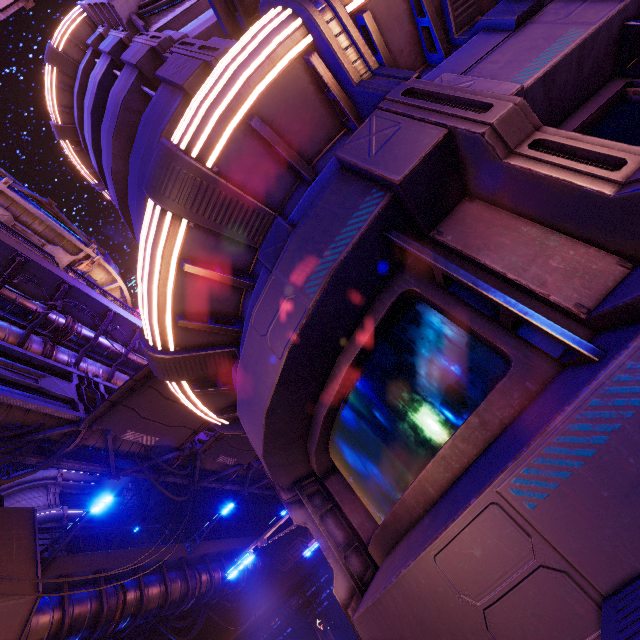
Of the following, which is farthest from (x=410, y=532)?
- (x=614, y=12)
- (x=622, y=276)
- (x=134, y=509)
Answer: (x=134, y=509)

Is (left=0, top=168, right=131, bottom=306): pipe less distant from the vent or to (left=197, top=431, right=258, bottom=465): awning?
(left=197, top=431, right=258, bottom=465): awning

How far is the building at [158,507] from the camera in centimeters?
2670cm

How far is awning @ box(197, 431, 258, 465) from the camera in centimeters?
1291cm

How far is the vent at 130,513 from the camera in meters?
31.8 m

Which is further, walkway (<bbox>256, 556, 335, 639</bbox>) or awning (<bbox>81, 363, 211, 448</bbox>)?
walkway (<bbox>256, 556, 335, 639</bbox>)

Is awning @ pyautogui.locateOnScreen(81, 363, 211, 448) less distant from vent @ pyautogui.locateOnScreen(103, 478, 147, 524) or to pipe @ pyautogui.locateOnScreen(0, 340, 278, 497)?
pipe @ pyautogui.locateOnScreen(0, 340, 278, 497)

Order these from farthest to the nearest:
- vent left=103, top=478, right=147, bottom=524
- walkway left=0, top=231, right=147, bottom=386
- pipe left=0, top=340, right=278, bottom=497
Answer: vent left=103, top=478, right=147, bottom=524 → walkway left=0, top=231, right=147, bottom=386 → pipe left=0, top=340, right=278, bottom=497
